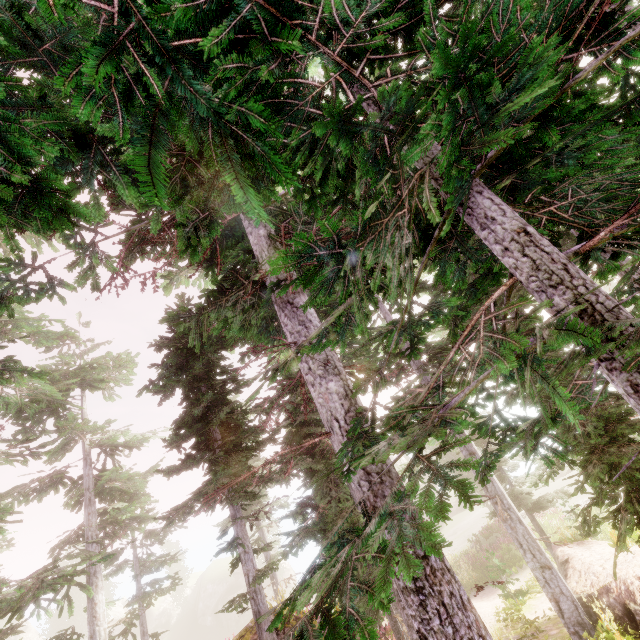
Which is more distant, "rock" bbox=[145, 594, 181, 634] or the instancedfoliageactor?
"rock" bbox=[145, 594, 181, 634]

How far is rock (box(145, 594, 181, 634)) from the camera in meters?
49.8 m

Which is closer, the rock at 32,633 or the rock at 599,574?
the rock at 599,574

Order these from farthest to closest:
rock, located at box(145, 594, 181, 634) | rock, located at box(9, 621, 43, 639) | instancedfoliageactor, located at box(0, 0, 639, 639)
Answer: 1. rock, located at box(9, 621, 43, 639)
2. rock, located at box(145, 594, 181, 634)
3. instancedfoliageactor, located at box(0, 0, 639, 639)

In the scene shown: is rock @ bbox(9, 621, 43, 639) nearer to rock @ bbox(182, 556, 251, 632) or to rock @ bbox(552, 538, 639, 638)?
rock @ bbox(182, 556, 251, 632)

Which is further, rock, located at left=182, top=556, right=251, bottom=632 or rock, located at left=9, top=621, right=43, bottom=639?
rock, located at left=9, top=621, right=43, bottom=639

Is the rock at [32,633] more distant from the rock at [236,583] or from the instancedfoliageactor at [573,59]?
the rock at [236,583]

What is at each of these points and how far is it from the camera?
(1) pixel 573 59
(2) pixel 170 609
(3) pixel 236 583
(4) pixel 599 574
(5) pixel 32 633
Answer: (1) instancedfoliageactor, 1.8 meters
(2) rock, 52.8 meters
(3) rock, 49.1 meters
(4) rock, 10.1 meters
(5) rock, 58.5 meters
